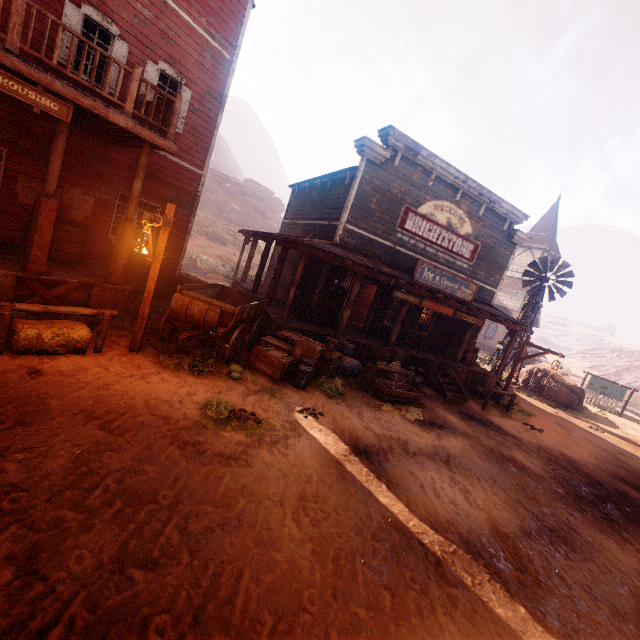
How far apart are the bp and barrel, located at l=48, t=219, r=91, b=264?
7.46m

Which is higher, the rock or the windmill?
the rock

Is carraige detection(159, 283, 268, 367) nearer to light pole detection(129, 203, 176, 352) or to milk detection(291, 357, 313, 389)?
light pole detection(129, 203, 176, 352)

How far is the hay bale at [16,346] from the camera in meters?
5.6

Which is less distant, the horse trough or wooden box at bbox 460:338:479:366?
the horse trough

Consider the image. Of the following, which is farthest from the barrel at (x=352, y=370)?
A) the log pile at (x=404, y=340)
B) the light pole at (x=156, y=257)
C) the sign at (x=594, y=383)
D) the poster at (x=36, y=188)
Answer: the sign at (x=594, y=383)

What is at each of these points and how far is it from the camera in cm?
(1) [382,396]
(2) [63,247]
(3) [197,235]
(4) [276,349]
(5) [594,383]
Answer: (1) horse trough, 939
(2) barrel, 848
(3) z, 3559
(4) wooden box, 909
(5) sign, 2600

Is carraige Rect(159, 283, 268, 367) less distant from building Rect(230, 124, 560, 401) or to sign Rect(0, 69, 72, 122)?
building Rect(230, 124, 560, 401)
